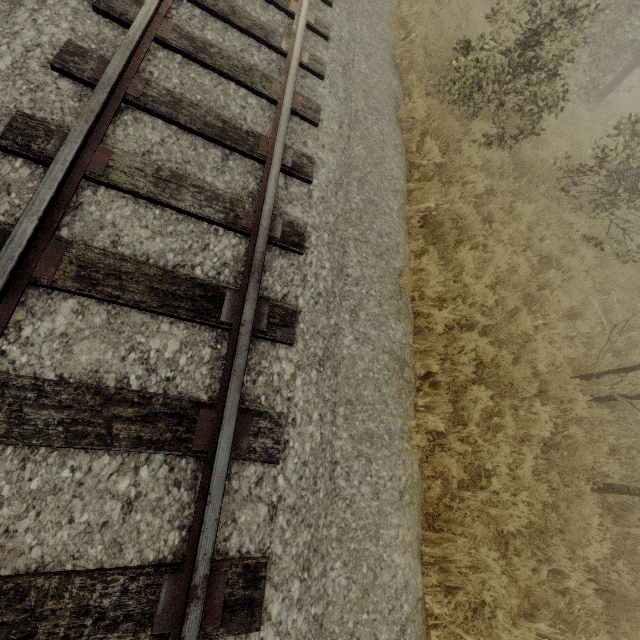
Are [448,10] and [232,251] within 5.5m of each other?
no
